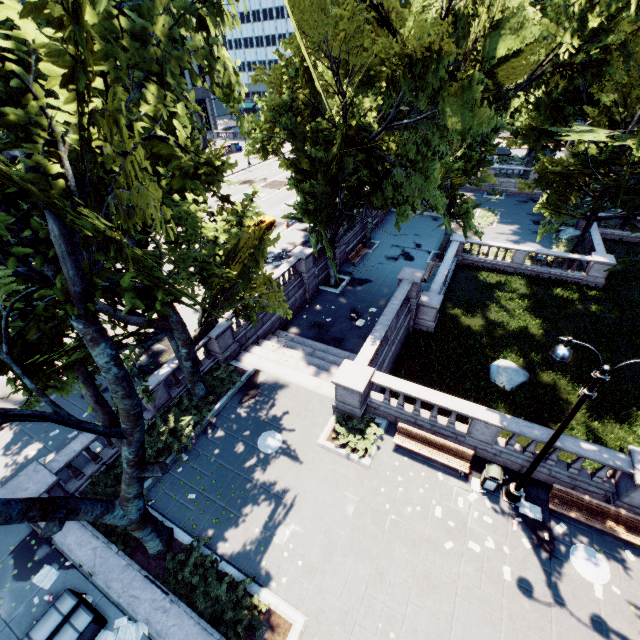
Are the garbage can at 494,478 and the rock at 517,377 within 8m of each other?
yes

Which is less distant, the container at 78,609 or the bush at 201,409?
the container at 78,609

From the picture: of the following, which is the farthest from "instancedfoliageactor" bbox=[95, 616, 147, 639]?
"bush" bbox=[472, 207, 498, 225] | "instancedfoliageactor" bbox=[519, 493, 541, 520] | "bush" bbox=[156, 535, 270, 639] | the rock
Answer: "bush" bbox=[472, 207, 498, 225]

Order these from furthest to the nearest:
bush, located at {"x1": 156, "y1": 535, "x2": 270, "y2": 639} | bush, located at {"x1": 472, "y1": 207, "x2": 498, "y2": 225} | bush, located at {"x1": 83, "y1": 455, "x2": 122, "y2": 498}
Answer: bush, located at {"x1": 472, "y1": 207, "x2": 498, "y2": 225}, bush, located at {"x1": 83, "y1": 455, "x2": 122, "y2": 498}, bush, located at {"x1": 156, "y1": 535, "x2": 270, "y2": 639}

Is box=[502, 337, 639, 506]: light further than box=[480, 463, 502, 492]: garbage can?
No

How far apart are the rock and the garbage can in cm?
711

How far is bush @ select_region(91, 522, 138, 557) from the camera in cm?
1077

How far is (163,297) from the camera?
6.89m
